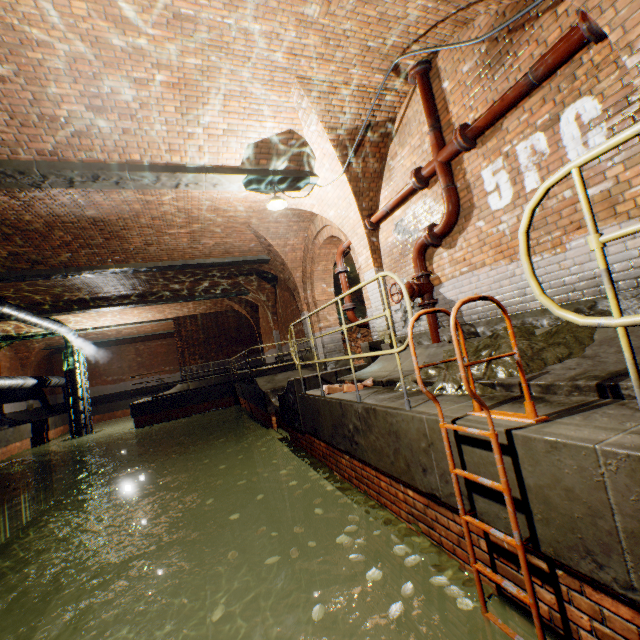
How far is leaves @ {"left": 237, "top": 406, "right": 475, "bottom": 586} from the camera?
2.5 meters

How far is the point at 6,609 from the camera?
9.5m

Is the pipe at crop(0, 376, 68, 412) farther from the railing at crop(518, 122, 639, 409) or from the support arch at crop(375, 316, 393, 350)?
the railing at crop(518, 122, 639, 409)

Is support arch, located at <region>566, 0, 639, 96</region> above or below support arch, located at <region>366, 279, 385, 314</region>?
above

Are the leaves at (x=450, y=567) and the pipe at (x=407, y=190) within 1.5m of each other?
no

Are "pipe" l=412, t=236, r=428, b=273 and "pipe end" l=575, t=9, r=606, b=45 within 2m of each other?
no

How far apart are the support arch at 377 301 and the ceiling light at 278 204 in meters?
0.7

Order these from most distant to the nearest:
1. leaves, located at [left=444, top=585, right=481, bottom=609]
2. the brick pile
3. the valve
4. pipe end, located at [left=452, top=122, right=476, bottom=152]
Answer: the brick pile, the valve, pipe end, located at [left=452, top=122, right=476, bottom=152], leaves, located at [left=444, top=585, right=481, bottom=609]
